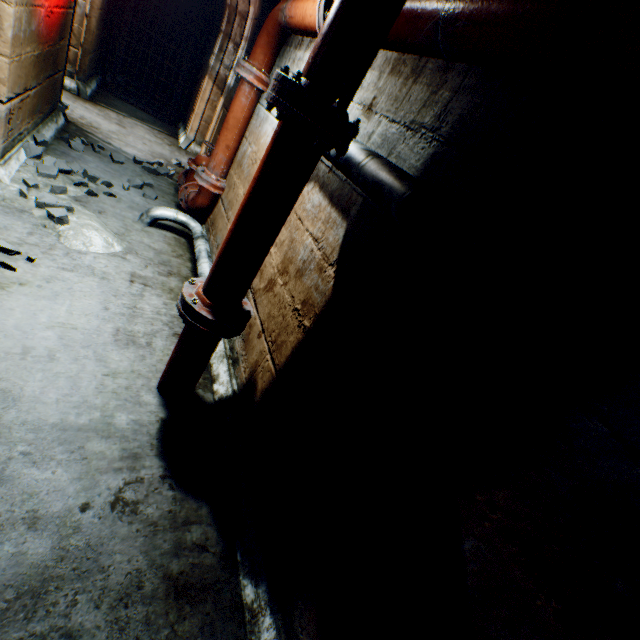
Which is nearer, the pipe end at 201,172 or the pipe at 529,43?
the pipe at 529,43

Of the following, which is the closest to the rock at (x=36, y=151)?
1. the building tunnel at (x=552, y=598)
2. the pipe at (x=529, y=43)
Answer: the building tunnel at (x=552, y=598)

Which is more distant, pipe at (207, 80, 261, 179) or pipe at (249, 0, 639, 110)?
pipe at (207, 80, 261, 179)

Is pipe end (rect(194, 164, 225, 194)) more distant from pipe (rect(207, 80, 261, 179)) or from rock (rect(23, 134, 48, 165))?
rock (rect(23, 134, 48, 165))

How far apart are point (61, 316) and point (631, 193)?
2.7m

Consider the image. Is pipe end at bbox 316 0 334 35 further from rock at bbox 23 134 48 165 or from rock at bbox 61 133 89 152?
rock at bbox 61 133 89 152

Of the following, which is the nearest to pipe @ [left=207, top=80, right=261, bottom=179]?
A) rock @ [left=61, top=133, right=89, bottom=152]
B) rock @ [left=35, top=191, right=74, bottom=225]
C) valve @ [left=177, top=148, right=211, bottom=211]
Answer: valve @ [left=177, top=148, right=211, bottom=211]

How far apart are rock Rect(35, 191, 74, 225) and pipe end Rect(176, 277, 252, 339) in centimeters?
166cm
